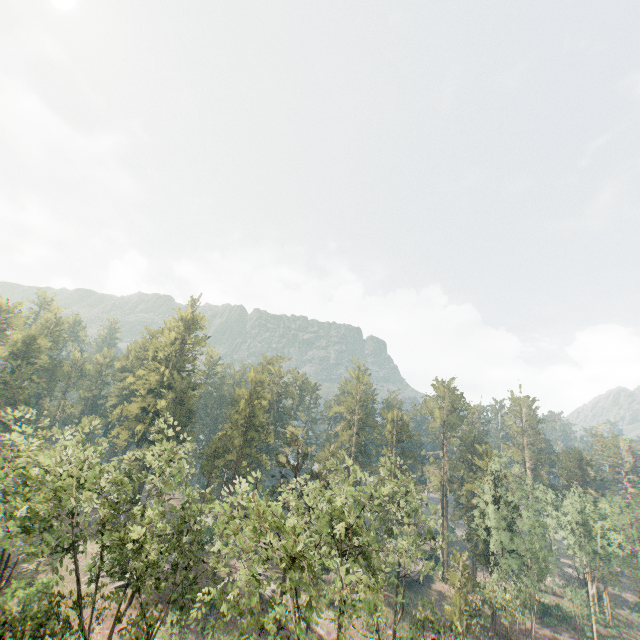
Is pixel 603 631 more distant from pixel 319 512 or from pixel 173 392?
pixel 173 392

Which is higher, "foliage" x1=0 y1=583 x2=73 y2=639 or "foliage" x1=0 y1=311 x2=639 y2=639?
"foliage" x1=0 y1=311 x2=639 y2=639

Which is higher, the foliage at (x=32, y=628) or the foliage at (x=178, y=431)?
the foliage at (x=178, y=431)
